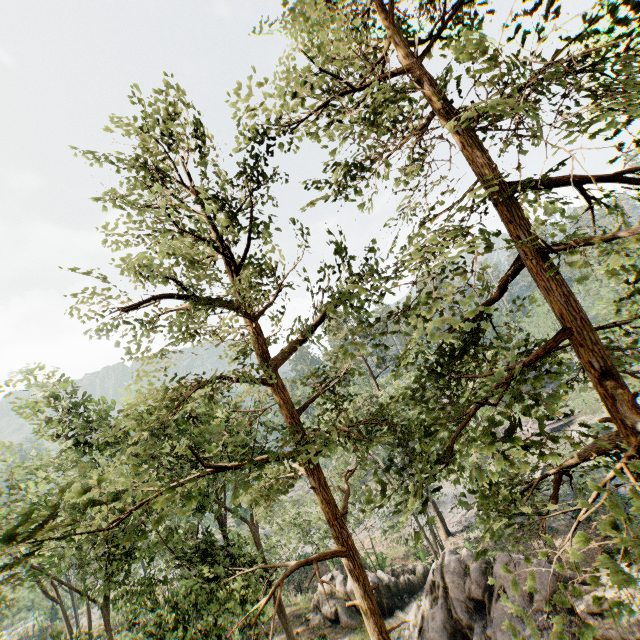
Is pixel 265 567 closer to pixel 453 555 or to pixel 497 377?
pixel 497 377

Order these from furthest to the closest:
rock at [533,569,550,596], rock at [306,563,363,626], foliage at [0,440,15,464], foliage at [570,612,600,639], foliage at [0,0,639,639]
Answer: rock at [306,563,363,626] → foliage at [0,440,15,464] → rock at [533,569,550,596] → foliage at [0,0,639,639] → foliage at [570,612,600,639]

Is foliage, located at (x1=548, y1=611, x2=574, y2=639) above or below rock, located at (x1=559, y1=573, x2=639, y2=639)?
above

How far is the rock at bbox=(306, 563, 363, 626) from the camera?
23.1 meters

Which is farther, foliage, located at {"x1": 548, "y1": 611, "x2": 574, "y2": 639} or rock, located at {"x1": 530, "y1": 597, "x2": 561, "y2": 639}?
rock, located at {"x1": 530, "y1": 597, "x2": 561, "y2": 639}

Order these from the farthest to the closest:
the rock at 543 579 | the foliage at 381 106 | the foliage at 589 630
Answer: the rock at 543 579, the foliage at 381 106, the foliage at 589 630

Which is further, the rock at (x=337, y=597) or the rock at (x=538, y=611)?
the rock at (x=337, y=597)
